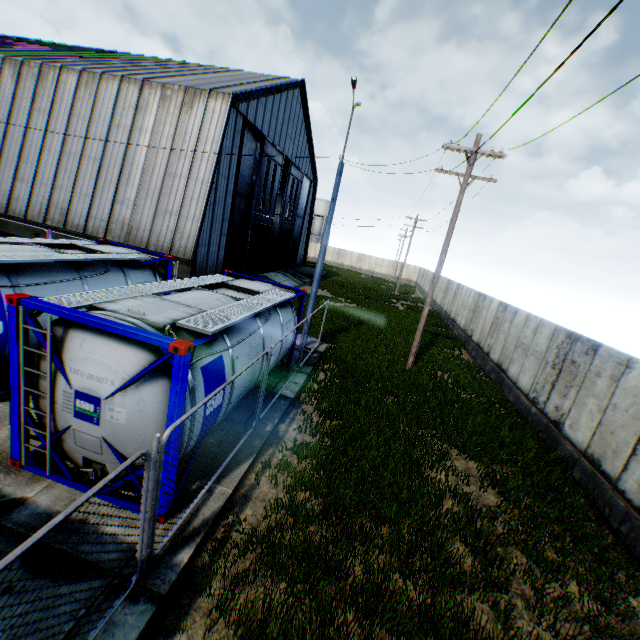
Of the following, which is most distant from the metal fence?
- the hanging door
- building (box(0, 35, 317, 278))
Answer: the hanging door

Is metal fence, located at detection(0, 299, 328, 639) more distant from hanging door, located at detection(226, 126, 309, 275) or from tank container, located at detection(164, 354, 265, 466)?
hanging door, located at detection(226, 126, 309, 275)

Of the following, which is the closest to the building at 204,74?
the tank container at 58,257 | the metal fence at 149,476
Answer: the tank container at 58,257

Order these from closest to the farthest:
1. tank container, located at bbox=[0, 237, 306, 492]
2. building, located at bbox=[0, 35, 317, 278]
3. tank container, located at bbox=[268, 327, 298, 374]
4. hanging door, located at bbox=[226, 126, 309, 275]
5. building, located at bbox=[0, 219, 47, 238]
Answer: tank container, located at bbox=[0, 237, 306, 492]
tank container, located at bbox=[268, 327, 298, 374]
building, located at bbox=[0, 35, 317, 278]
building, located at bbox=[0, 219, 47, 238]
hanging door, located at bbox=[226, 126, 309, 275]

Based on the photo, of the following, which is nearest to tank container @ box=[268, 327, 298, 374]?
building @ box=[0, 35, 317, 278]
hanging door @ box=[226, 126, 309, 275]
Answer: building @ box=[0, 35, 317, 278]

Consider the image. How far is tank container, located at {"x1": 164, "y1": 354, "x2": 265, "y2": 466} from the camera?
4.8m

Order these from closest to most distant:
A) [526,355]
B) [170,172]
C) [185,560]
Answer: [185,560], [526,355], [170,172]
